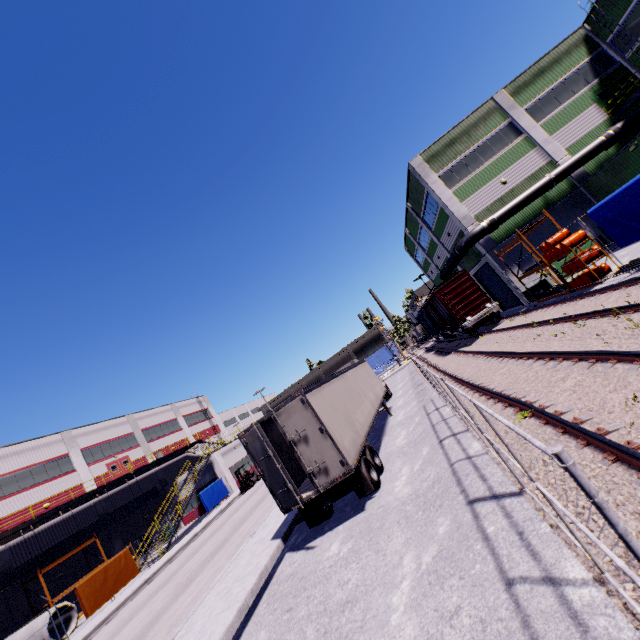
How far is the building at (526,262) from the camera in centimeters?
2443cm

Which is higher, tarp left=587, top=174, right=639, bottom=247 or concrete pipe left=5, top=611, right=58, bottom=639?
tarp left=587, top=174, right=639, bottom=247

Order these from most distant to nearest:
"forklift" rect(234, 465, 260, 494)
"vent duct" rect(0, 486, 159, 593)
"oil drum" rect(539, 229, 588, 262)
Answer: "forklift" rect(234, 465, 260, 494), "vent duct" rect(0, 486, 159, 593), "oil drum" rect(539, 229, 588, 262)

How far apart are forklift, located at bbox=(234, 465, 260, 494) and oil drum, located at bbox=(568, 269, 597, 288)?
30.3m

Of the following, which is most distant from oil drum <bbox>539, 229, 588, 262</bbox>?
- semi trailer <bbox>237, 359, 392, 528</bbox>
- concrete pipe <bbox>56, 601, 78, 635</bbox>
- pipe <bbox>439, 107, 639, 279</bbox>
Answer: concrete pipe <bbox>56, 601, 78, 635</bbox>

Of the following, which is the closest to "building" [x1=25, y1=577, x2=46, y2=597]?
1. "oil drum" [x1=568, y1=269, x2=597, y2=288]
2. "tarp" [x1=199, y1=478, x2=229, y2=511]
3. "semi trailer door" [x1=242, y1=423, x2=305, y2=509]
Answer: "tarp" [x1=199, y1=478, x2=229, y2=511]

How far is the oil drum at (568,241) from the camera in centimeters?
1596cm

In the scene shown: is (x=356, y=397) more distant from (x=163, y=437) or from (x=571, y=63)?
(x=163, y=437)
